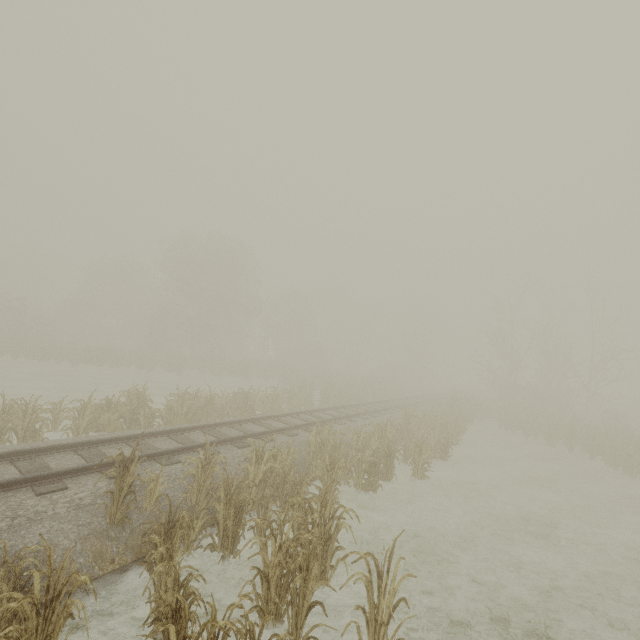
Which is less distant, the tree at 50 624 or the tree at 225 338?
the tree at 50 624

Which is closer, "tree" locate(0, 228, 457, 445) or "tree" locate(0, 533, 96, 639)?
"tree" locate(0, 533, 96, 639)

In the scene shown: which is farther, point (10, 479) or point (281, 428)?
point (281, 428)
